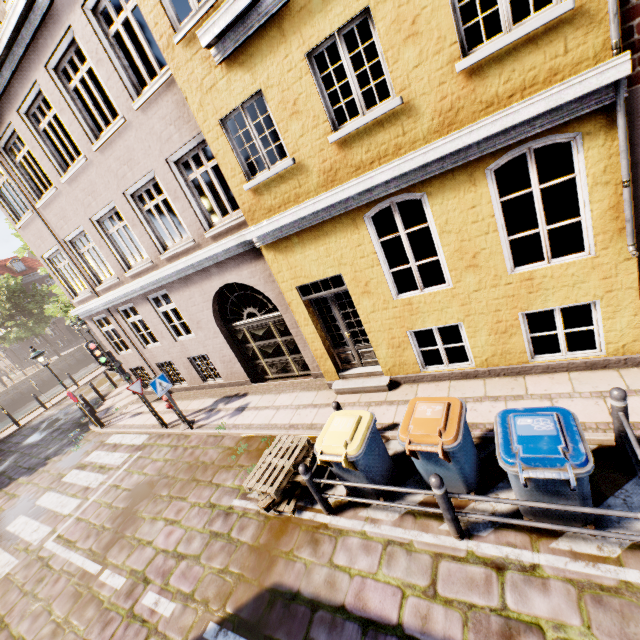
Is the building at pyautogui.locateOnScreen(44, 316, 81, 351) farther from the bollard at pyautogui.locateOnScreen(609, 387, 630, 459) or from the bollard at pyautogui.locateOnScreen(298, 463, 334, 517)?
the bollard at pyautogui.locateOnScreen(609, 387, 630, 459)

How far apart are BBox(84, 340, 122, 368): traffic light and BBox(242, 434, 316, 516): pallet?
5.8m

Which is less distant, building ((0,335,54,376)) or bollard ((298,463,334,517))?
bollard ((298,463,334,517))

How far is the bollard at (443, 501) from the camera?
3.82m

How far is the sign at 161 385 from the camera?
8.7m

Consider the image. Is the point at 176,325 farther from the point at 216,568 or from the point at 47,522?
the point at 216,568

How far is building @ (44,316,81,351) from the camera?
45.6m

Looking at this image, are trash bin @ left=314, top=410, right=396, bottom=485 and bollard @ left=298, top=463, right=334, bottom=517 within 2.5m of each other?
yes
